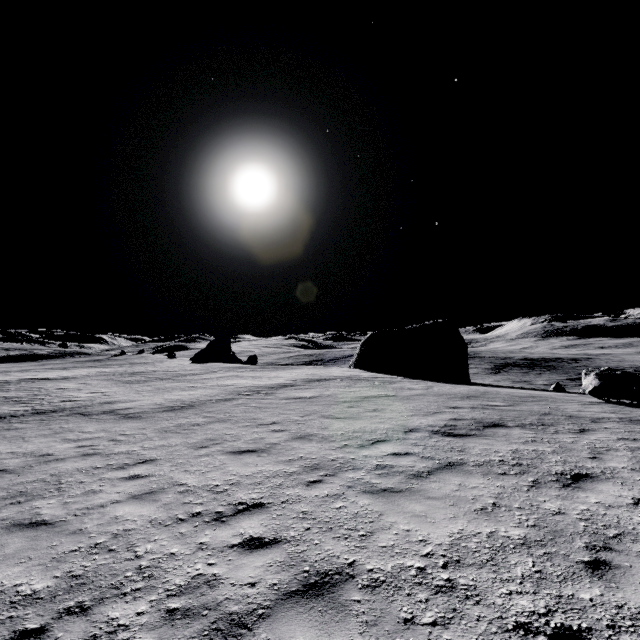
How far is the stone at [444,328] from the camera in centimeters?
3120cm

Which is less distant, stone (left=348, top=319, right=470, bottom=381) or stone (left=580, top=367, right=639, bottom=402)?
stone (left=580, top=367, right=639, bottom=402)

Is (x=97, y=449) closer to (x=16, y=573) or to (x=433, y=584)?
(x=16, y=573)

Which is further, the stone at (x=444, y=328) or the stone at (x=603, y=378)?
the stone at (x=444, y=328)

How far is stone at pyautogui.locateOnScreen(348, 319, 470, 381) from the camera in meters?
31.2
